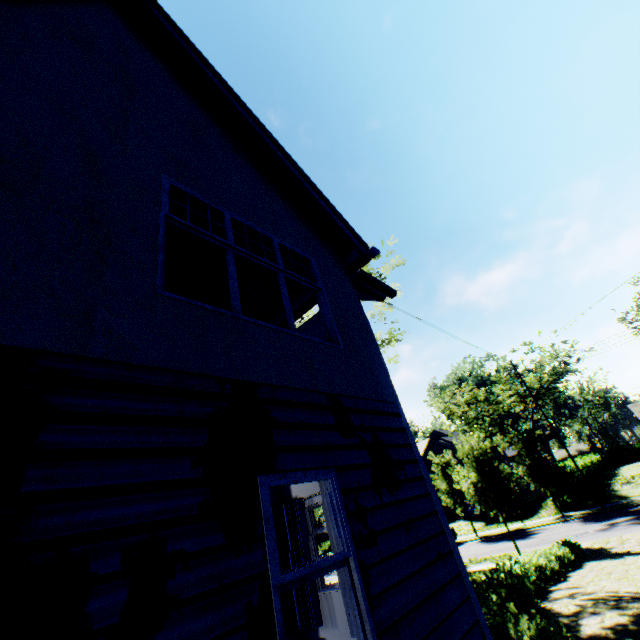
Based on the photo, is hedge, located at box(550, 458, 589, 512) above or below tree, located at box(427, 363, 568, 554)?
below

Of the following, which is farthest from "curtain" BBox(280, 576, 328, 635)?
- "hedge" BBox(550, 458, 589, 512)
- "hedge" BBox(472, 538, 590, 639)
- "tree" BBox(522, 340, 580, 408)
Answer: "hedge" BBox(550, 458, 589, 512)

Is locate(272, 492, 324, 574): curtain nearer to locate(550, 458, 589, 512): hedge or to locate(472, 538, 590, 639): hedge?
locate(472, 538, 590, 639): hedge

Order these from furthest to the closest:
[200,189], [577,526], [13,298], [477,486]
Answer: [577,526], [477,486], [200,189], [13,298]

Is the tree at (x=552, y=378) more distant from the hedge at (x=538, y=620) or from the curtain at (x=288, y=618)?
the curtain at (x=288, y=618)

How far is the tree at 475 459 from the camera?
17.9 meters

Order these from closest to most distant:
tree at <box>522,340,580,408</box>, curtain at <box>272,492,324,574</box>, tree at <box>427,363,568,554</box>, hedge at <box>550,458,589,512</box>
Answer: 1. curtain at <box>272,492,324,574</box>
2. tree at <box>427,363,568,554</box>
3. hedge at <box>550,458,589,512</box>
4. tree at <box>522,340,580,408</box>
